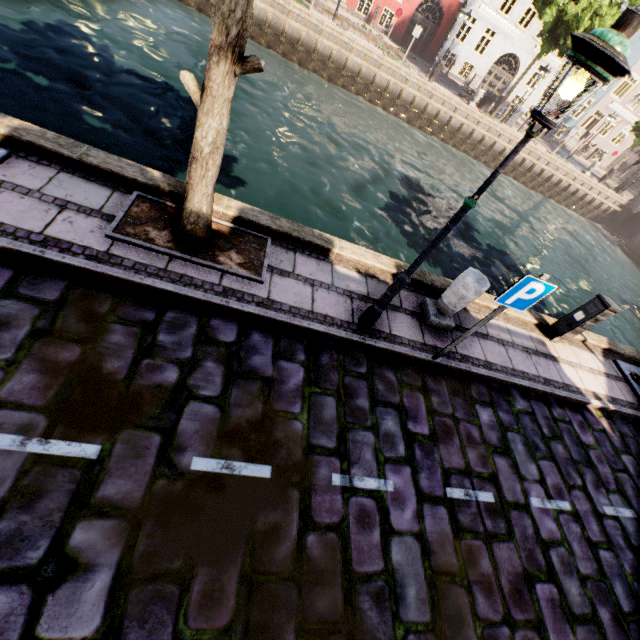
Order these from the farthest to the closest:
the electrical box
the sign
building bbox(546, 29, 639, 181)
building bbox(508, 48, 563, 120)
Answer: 1. building bbox(546, 29, 639, 181)
2. building bbox(508, 48, 563, 120)
3. the electrical box
4. the sign

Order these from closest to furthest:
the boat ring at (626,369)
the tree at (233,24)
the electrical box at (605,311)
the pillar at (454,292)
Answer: the tree at (233,24) < the pillar at (454,292) < the electrical box at (605,311) < the boat ring at (626,369)

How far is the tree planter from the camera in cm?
412

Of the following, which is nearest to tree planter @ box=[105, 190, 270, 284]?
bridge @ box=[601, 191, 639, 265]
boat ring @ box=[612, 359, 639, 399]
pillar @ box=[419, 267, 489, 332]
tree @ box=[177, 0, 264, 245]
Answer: tree @ box=[177, 0, 264, 245]

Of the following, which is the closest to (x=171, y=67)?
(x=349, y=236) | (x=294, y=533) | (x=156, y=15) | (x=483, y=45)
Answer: (x=156, y=15)

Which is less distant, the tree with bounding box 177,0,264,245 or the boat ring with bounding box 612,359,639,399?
the tree with bounding box 177,0,264,245

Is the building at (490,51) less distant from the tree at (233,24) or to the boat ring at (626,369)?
the tree at (233,24)

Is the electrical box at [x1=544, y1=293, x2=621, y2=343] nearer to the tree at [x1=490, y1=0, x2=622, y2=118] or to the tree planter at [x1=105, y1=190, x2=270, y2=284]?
the tree at [x1=490, y1=0, x2=622, y2=118]
